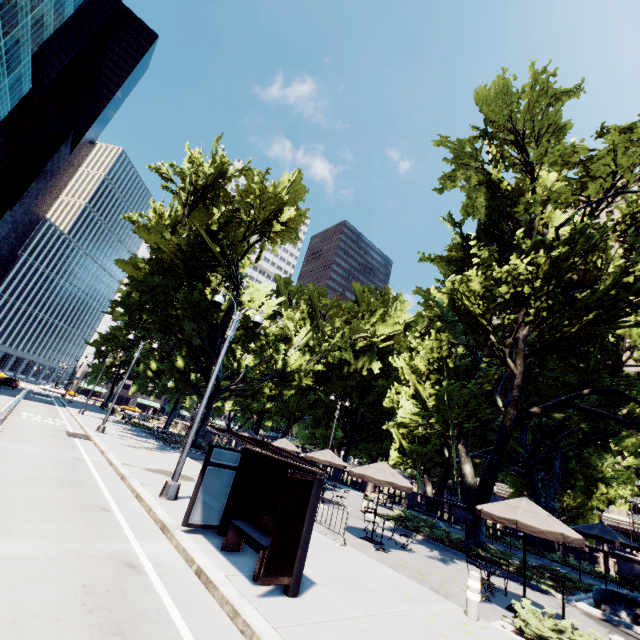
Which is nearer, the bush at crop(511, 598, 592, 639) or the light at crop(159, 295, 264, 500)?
the bush at crop(511, 598, 592, 639)

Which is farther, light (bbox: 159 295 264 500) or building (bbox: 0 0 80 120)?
building (bbox: 0 0 80 120)

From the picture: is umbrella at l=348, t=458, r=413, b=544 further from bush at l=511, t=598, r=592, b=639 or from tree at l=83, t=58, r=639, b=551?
bush at l=511, t=598, r=592, b=639

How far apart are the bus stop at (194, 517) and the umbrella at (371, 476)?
5.7 meters

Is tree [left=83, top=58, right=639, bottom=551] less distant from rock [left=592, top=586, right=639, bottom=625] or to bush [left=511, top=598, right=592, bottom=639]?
rock [left=592, top=586, right=639, bottom=625]

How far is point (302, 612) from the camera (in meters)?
5.57

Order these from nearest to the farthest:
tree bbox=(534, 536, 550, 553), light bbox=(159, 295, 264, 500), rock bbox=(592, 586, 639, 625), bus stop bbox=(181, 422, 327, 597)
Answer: bus stop bbox=(181, 422, 327, 597), light bbox=(159, 295, 264, 500), rock bbox=(592, 586, 639, 625), tree bbox=(534, 536, 550, 553)

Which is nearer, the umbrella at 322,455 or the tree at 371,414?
the tree at 371,414
